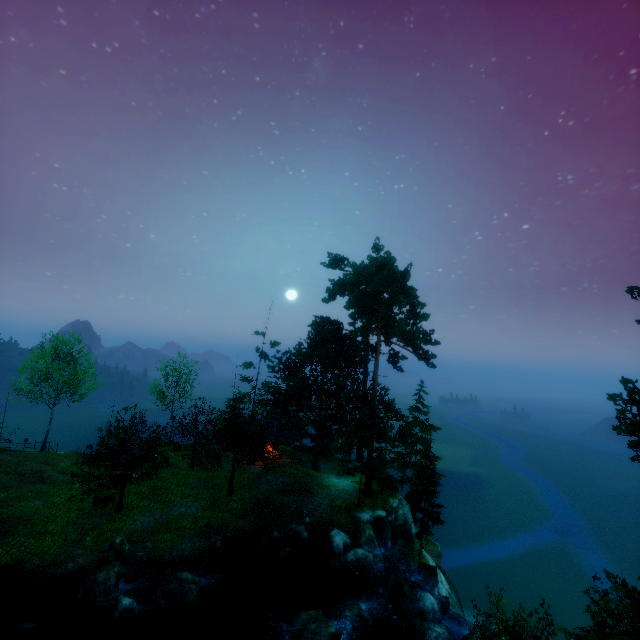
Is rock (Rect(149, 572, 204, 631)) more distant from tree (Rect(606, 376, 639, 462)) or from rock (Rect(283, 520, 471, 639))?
tree (Rect(606, 376, 639, 462))

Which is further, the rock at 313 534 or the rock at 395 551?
Answer: the rock at 395 551

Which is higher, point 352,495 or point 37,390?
point 37,390

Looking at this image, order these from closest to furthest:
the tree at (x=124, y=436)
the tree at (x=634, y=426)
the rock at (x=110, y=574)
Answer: the tree at (x=634, y=426)
the rock at (x=110, y=574)
the tree at (x=124, y=436)

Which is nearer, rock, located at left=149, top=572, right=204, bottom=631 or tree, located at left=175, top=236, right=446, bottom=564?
rock, located at left=149, top=572, right=204, bottom=631

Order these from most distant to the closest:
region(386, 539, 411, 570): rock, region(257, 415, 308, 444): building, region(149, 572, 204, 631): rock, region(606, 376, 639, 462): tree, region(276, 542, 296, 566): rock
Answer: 1. region(257, 415, 308, 444): building
2. region(386, 539, 411, 570): rock
3. region(276, 542, 296, 566): rock
4. region(149, 572, 204, 631): rock
5. region(606, 376, 639, 462): tree

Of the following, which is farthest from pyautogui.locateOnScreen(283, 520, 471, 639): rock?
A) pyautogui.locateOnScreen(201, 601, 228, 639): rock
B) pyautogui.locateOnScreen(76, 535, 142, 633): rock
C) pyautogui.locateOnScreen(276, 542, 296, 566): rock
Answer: pyautogui.locateOnScreen(76, 535, 142, 633): rock

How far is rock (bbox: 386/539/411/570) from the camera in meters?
24.2 m
